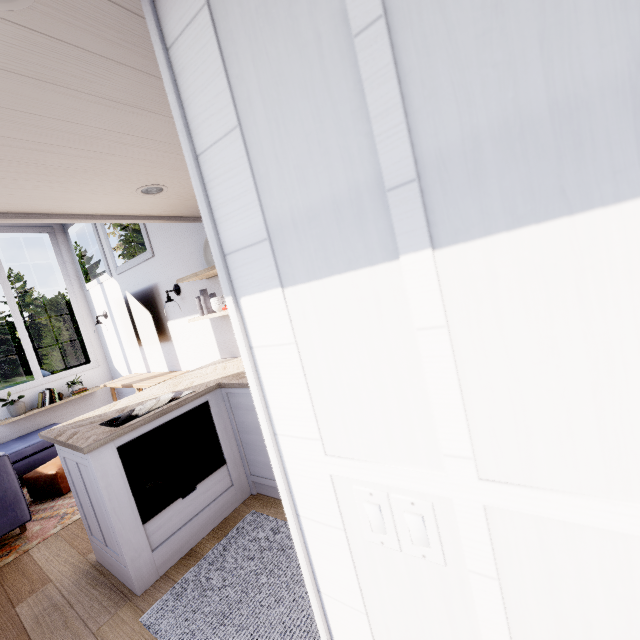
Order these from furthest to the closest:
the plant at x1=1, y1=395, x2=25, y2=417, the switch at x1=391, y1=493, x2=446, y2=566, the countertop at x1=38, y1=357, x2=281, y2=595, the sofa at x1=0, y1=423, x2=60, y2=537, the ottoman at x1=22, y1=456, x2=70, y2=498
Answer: the plant at x1=1, y1=395, x2=25, y2=417, the ottoman at x1=22, y1=456, x2=70, y2=498, the sofa at x1=0, y1=423, x2=60, y2=537, the countertop at x1=38, y1=357, x2=281, y2=595, the switch at x1=391, y1=493, x2=446, y2=566

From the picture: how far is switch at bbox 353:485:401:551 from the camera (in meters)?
0.64

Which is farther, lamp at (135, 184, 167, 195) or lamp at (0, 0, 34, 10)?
lamp at (135, 184, 167, 195)

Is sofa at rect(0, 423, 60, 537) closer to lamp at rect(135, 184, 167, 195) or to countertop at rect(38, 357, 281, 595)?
countertop at rect(38, 357, 281, 595)

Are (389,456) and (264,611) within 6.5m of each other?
yes

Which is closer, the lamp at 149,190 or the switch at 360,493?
the switch at 360,493

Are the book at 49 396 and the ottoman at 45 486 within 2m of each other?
yes

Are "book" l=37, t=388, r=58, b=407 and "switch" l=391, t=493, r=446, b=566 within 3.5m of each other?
no
